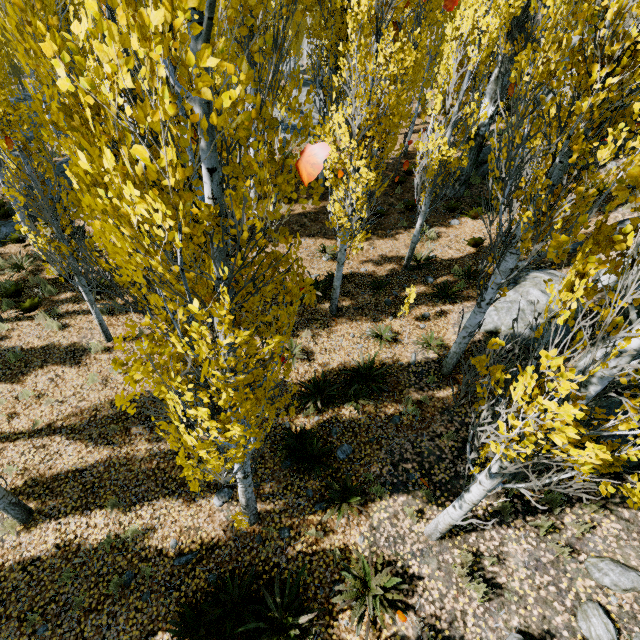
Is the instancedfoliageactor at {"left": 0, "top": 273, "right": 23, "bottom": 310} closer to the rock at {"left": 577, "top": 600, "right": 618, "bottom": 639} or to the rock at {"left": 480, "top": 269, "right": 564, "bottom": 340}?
the rock at {"left": 480, "top": 269, "right": 564, "bottom": 340}

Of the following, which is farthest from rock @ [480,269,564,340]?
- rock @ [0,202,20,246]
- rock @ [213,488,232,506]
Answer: rock @ [0,202,20,246]

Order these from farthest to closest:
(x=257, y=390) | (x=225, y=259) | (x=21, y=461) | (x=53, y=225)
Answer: (x=21, y=461) → (x=53, y=225) → (x=257, y=390) → (x=225, y=259)

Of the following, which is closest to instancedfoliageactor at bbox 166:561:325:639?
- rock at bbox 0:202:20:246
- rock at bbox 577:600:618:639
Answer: rock at bbox 0:202:20:246

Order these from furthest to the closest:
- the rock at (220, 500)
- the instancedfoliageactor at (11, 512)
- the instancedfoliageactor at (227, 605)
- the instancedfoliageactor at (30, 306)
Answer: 1. the instancedfoliageactor at (30, 306)
2. the rock at (220, 500)
3. the instancedfoliageactor at (11, 512)
4. the instancedfoliageactor at (227, 605)

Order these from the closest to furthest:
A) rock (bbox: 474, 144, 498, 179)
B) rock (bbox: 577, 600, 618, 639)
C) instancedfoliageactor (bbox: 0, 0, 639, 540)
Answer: instancedfoliageactor (bbox: 0, 0, 639, 540)
rock (bbox: 577, 600, 618, 639)
rock (bbox: 474, 144, 498, 179)

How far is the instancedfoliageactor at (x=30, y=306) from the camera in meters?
9.6 m

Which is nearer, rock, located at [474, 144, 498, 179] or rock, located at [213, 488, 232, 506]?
rock, located at [213, 488, 232, 506]
